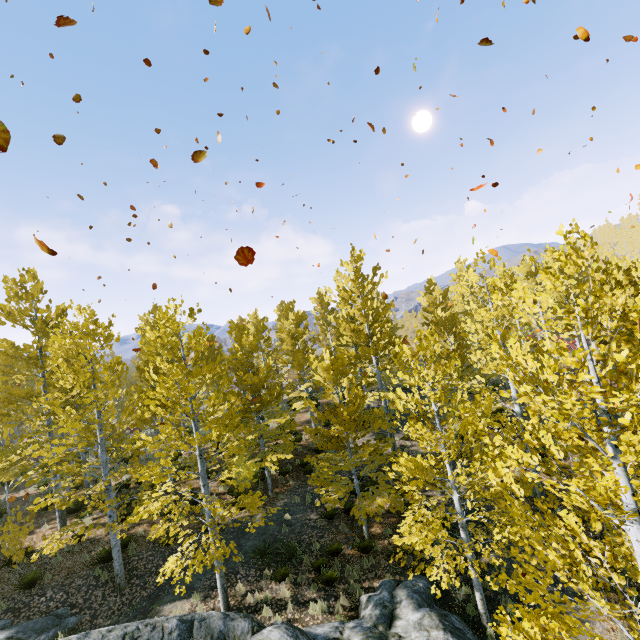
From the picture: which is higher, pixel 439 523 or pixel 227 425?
pixel 227 425

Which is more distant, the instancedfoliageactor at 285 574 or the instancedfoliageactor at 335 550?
the instancedfoliageactor at 335 550

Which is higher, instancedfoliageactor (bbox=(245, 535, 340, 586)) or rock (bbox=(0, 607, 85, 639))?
rock (bbox=(0, 607, 85, 639))

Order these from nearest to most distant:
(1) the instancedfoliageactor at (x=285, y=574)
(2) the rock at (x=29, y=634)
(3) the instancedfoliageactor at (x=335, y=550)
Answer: → (2) the rock at (x=29, y=634) < (1) the instancedfoliageactor at (x=285, y=574) < (3) the instancedfoliageactor at (x=335, y=550)

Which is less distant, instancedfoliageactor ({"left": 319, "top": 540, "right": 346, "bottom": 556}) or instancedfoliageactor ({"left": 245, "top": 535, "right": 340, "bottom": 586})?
instancedfoliageactor ({"left": 245, "top": 535, "right": 340, "bottom": 586})

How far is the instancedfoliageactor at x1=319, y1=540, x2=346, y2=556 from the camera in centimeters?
1157cm

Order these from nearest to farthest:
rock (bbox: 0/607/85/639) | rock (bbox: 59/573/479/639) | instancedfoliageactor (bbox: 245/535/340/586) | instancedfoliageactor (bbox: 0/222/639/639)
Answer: instancedfoliageactor (bbox: 0/222/639/639) → rock (bbox: 59/573/479/639) → rock (bbox: 0/607/85/639) → instancedfoliageactor (bbox: 245/535/340/586)

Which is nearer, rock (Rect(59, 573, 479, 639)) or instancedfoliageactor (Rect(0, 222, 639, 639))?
instancedfoliageactor (Rect(0, 222, 639, 639))
